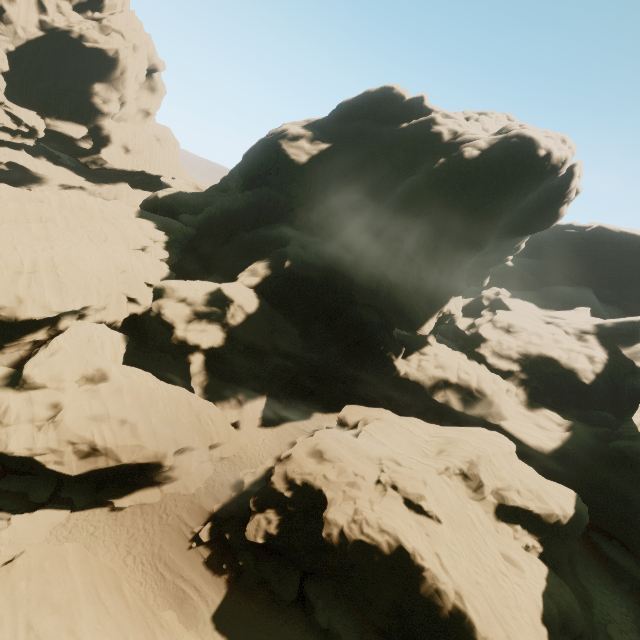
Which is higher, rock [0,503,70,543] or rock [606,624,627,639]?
rock [606,624,627,639]

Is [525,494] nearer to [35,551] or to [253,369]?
[253,369]

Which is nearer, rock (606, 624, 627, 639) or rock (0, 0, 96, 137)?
rock (606, 624, 627, 639)

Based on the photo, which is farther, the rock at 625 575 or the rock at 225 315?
the rock at 625 575

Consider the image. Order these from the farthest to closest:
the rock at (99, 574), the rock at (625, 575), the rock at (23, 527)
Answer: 1. the rock at (625, 575)
2. the rock at (23, 527)
3. the rock at (99, 574)

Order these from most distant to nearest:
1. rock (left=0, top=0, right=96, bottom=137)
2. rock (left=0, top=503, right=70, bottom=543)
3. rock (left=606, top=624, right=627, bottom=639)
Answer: rock (left=0, top=0, right=96, bottom=137) → rock (left=606, top=624, right=627, bottom=639) → rock (left=0, top=503, right=70, bottom=543)
